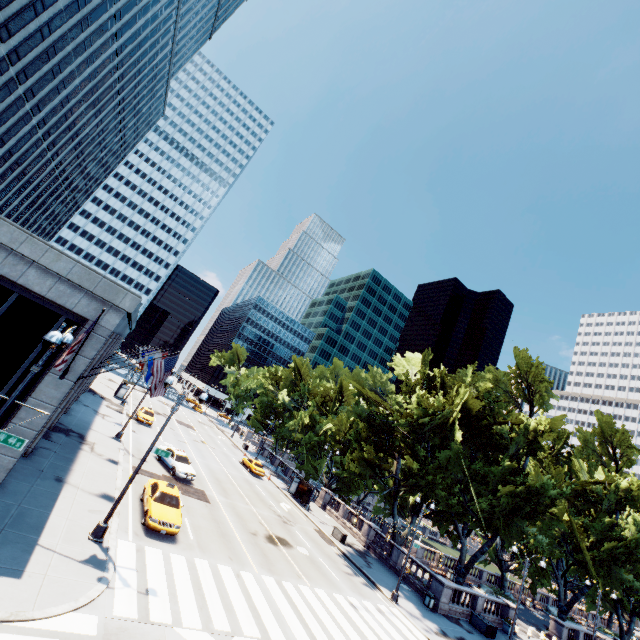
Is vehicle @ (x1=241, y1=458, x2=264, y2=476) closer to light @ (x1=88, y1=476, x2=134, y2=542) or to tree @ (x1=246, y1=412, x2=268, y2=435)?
tree @ (x1=246, y1=412, x2=268, y2=435)

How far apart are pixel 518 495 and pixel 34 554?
31.78m

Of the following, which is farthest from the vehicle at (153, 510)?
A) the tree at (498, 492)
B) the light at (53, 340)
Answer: the tree at (498, 492)

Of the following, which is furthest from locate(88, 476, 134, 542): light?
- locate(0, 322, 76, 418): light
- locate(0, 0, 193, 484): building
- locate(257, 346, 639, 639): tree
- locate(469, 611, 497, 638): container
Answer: locate(469, 611, 497, 638): container

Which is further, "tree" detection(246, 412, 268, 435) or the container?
"tree" detection(246, 412, 268, 435)

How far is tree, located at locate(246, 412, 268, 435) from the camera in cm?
5809

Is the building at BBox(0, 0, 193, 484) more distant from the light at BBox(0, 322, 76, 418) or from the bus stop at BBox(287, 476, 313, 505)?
the bus stop at BBox(287, 476, 313, 505)

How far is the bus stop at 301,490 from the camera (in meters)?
38.25
